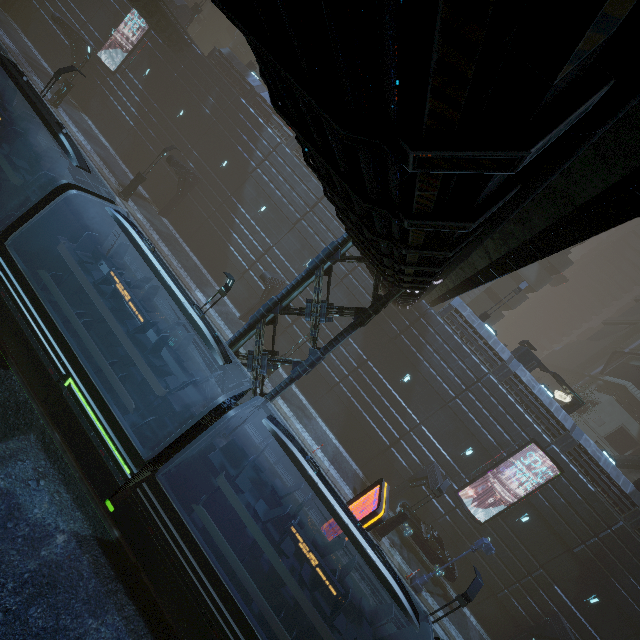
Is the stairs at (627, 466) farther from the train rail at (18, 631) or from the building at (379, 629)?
the train rail at (18, 631)

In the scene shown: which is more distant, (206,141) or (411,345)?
(206,141)

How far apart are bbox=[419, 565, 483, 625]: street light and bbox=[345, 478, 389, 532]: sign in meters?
3.5

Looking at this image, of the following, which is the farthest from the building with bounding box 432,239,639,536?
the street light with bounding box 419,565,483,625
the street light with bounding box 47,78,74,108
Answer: the street light with bounding box 47,78,74,108

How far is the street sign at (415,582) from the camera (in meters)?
17.42

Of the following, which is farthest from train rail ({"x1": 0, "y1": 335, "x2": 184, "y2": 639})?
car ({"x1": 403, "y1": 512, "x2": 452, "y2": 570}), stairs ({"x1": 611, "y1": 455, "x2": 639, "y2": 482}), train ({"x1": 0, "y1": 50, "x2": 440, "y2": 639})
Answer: stairs ({"x1": 611, "y1": 455, "x2": 639, "y2": 482})

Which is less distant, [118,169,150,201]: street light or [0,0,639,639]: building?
[0,0,639,639]: building

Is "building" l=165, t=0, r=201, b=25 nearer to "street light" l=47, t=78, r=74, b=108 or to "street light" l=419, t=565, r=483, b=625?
"street light" l=419, t=565, r=483, b=625
